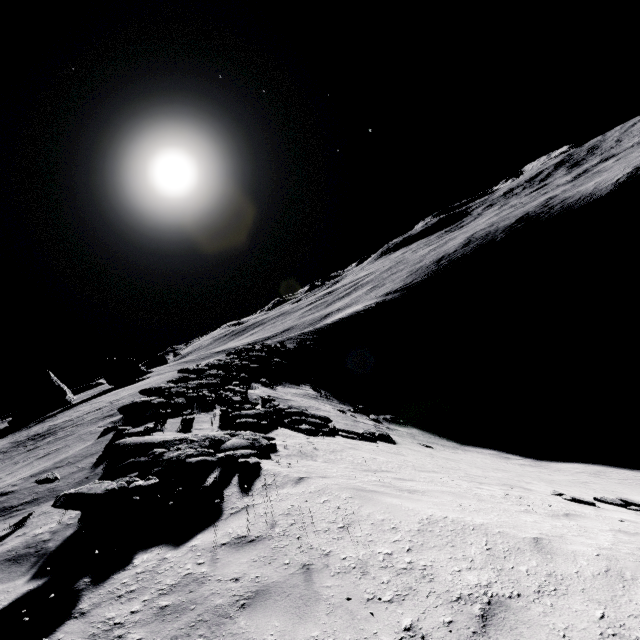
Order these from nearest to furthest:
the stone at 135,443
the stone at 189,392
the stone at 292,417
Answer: the stone at 135,443 → the stone at 292,417 → the stone at 189,392

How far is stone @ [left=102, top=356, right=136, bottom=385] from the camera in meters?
58.2

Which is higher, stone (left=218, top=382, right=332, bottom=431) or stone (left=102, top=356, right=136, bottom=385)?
stone (left=102, top=356, right=136, bottom=385)

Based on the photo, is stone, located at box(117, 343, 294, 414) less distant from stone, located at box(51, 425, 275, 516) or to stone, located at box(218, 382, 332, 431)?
stone, located at box(218, 382, 332, 431)

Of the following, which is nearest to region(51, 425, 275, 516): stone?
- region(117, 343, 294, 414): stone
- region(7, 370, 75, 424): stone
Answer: region(117, 343, 294, 414): stone

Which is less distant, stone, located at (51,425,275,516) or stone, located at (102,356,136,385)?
stone, located at (51,425,275,516)

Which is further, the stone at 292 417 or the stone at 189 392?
the stone at 189 392

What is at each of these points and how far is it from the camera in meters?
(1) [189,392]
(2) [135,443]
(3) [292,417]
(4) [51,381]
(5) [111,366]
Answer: (1) stone, 17.8
(2) stone, 8.1
(3) stone, 15.1
(4) stone, 48.0
(5) stone, 58.4
